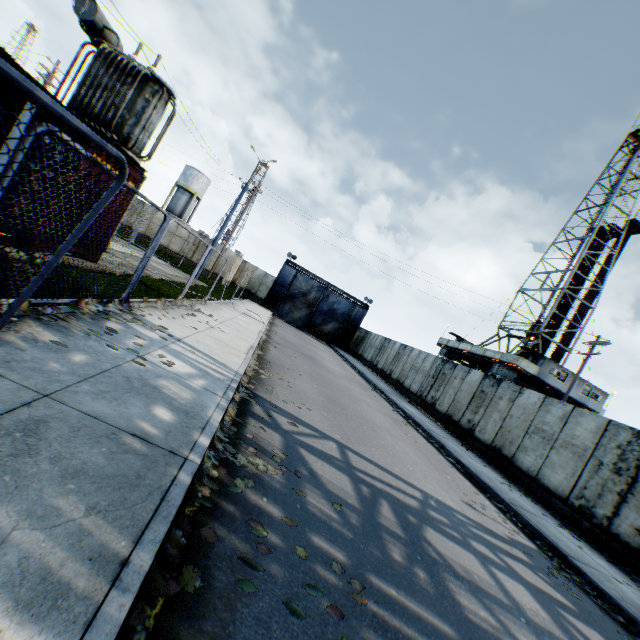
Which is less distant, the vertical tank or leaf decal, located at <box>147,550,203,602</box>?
leaf decal, located at <box>147,550,203,602</box>

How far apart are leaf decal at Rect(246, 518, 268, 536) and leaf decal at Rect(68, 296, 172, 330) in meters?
1.7 m

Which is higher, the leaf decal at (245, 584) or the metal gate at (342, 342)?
the metal gate at (342, 342)

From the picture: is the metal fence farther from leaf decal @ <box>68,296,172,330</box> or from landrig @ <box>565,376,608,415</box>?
landrig @ <box>565,376,608,415</box>

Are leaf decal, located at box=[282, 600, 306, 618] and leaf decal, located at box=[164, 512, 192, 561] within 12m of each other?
yes

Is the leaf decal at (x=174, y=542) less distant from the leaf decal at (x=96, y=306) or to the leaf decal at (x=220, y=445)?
the leaf decal at (x=220, y=445)

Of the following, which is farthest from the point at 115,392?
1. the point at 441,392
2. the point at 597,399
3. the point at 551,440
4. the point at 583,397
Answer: the point at 597,399

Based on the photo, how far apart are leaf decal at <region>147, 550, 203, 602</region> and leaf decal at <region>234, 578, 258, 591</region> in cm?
29
